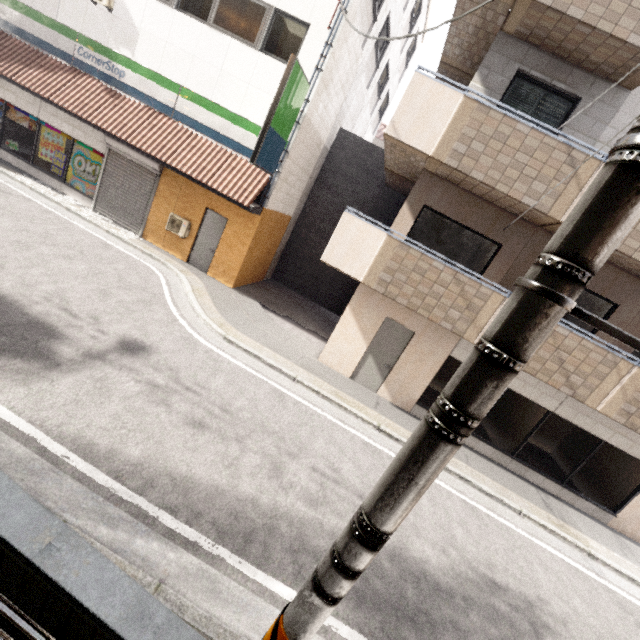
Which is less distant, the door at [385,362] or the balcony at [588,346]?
the balcony at [588,346]

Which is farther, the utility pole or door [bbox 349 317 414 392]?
door [bbox 349 317 414 392]

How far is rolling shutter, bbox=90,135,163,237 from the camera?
10.9m

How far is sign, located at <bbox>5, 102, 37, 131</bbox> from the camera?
11.6 meters

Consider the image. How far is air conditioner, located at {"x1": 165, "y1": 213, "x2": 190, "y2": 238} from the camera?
10.95m

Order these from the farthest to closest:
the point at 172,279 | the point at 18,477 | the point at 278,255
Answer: the point at 278,255 < the point at 172,279 < the point at 18,477

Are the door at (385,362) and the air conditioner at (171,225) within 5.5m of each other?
no

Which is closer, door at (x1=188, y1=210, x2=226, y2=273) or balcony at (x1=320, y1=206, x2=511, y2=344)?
balcony at (x1=320, y1=206, x2=511, y2=344)
